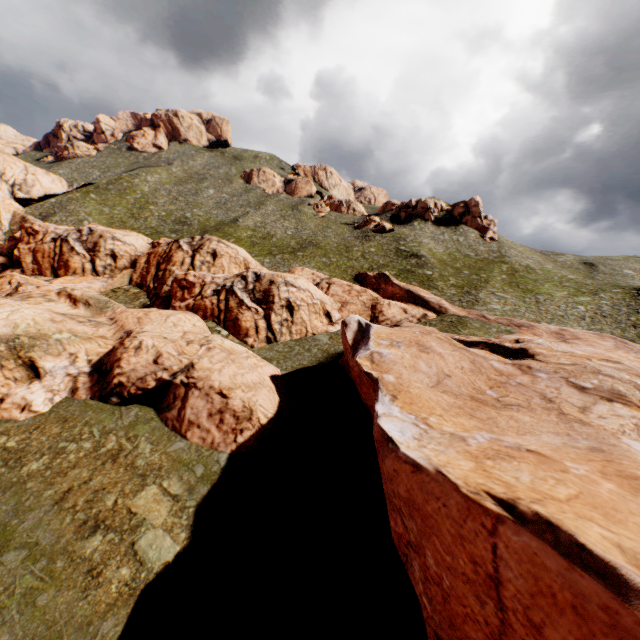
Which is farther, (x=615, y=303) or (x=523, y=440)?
(x=615, y=303)
